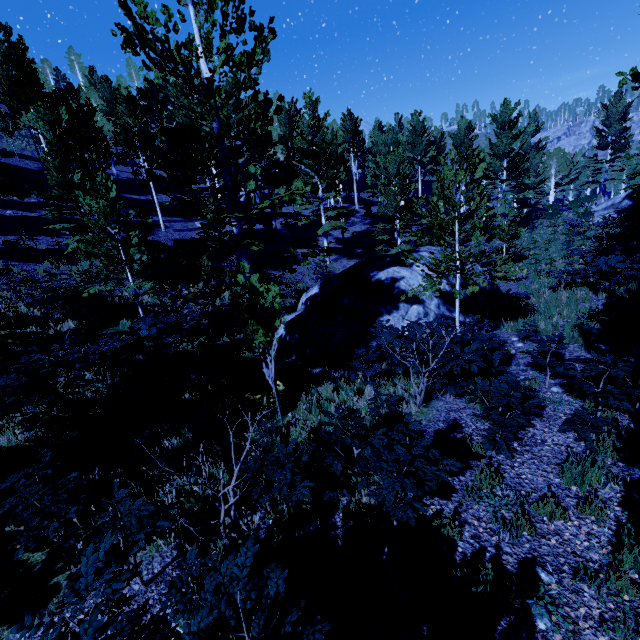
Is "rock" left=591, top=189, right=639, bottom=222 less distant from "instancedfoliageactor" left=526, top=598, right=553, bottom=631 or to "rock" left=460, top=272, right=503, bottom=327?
"instancedfoliageactor" left=526, top=598, right=553, bottom=631

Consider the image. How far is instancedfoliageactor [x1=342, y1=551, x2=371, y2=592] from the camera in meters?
3.4 m

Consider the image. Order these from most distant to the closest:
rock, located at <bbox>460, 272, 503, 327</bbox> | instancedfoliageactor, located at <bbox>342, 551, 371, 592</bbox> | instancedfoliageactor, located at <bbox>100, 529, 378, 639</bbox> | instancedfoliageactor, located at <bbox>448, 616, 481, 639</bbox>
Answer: rock, located at <bbox>460, 272, 503, 327</bbox> < instancedfoliageactor, located at <bbox>342, 551, 371, 592</bbox> < instancedfoliageactor, located at <bbox>448, 616, 481, 639</bbox> < instancedfoliageactor, located at <bbox>100, 529, 378, 639</bbox>

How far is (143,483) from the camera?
5.5 meters

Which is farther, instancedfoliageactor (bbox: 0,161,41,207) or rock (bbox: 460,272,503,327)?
rock (bbox: 460,272,503,327)

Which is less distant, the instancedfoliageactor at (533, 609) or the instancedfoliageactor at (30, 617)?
the instancedfoliageactor at (30, 617)

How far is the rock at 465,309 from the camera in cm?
1148
